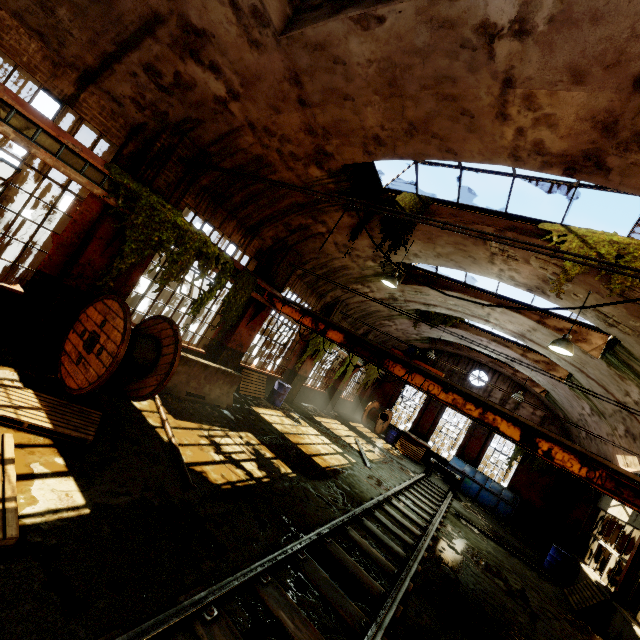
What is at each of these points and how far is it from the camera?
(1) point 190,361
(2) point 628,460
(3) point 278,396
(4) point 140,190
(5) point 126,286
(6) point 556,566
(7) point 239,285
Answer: (1) concrete barricade, 8.5 meters
(2) building, 11.9 meters
(3) barrel, 13.4 meters
(4) vine, 6.6 meters
(5) building, 7.9 meters
(6) barrel, 12.6 meters
(7) vine, 9.6 meters

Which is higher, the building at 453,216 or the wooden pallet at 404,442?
the building at 453,216

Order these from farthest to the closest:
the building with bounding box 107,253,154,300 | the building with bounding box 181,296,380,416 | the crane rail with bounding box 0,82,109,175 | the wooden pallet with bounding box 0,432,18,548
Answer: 1. the building with bounding box 181,296,380,416
2. the building with bounding box 107,253,154,300
3. the crane rail with bounding box 0,82,109,175
4. the wooden pallet with bounding box 0,432,18,548

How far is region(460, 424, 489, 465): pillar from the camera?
20.09m

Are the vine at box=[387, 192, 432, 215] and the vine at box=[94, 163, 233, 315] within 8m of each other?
yes

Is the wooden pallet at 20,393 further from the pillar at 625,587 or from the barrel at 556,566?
the barrel at 556,566

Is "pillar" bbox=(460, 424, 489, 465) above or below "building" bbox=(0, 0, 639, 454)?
below

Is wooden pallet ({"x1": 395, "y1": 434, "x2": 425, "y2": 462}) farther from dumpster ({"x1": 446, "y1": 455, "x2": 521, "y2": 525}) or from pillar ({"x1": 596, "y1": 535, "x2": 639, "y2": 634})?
pillar ({"x1": 596, "y1": 535, "x2": 639, "y2": 634})
